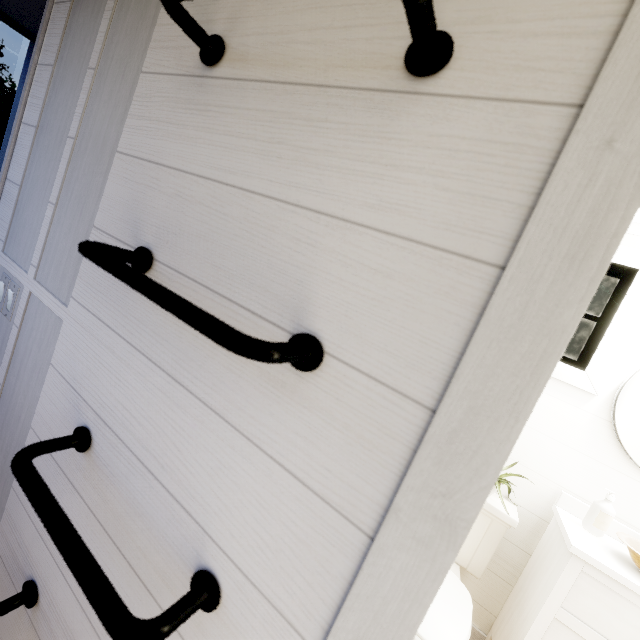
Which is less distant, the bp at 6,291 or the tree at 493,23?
the tree at 493,23

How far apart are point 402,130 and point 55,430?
1.2 meters

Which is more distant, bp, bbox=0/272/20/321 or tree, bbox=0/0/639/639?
bp, bbox=0/272/20/321
